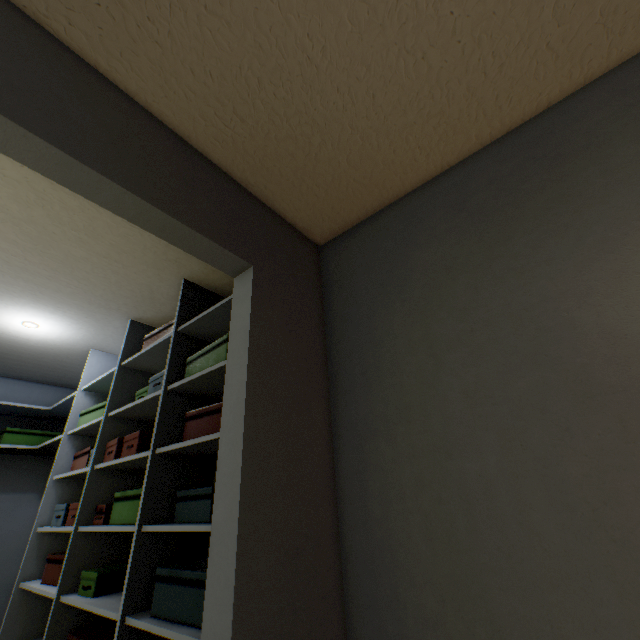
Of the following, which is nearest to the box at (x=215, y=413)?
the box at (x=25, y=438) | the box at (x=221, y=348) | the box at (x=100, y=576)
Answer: the box at (x=221, y=348)

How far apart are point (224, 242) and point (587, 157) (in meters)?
1.27

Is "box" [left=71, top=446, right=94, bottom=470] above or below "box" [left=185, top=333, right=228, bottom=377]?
below

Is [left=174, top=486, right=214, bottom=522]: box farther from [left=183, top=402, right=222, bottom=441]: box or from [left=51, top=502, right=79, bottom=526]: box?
[left=51, top=502, right=79, bottom=526]: box

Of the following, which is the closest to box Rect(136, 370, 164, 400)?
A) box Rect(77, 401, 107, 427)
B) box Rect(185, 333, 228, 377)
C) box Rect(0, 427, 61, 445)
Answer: box Rect(185, 333, 228, 377)

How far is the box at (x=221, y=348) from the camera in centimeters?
148cm

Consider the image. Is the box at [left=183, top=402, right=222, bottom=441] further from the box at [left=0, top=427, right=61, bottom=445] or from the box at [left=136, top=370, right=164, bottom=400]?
the box at [left=0, top=427, right=61, bottom=445]

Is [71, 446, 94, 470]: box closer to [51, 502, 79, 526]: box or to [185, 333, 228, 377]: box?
[51, 502, 79, 526]: box
